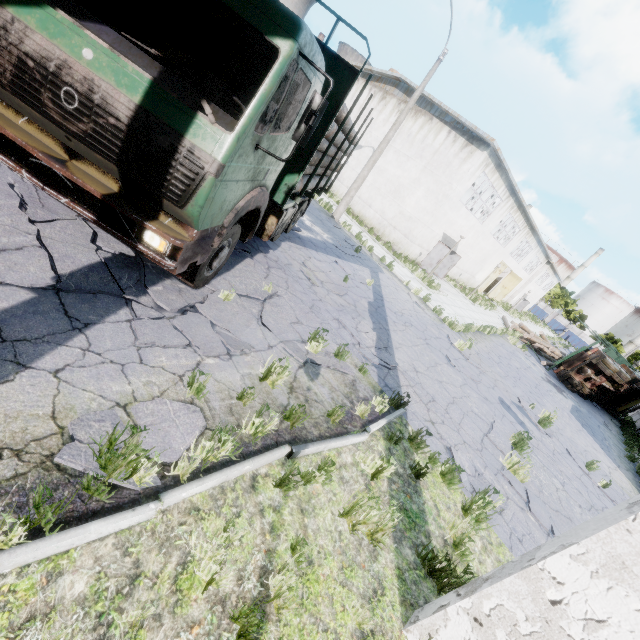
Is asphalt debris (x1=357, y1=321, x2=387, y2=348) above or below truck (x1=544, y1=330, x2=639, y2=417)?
below

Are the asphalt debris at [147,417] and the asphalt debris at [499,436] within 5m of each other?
no

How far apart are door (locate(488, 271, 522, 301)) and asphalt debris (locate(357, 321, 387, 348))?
35.94m

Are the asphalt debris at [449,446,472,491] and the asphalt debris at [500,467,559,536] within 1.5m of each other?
yes

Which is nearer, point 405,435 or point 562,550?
point 562,550

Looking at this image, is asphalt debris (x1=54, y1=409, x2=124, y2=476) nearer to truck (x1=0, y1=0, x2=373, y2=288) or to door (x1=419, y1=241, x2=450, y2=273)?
truck (x1=0, y1=0, x2=373, y2=288)

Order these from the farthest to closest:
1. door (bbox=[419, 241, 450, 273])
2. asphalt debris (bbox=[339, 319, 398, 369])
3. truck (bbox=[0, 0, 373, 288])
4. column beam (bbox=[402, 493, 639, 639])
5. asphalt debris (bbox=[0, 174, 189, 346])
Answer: door (bbox=[419, 241, 450, 273]) < asphalt debris (bbox=[339, 319, 398, 369]) < asphalt debris (bbox=[0, 174, 189, 346]) < truck (bbox=[0, 0, 373, 288]) < column beam (bbox=[402, 493, 639, 639])

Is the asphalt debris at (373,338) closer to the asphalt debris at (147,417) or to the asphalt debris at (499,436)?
the asphalt debris at (499,436)
